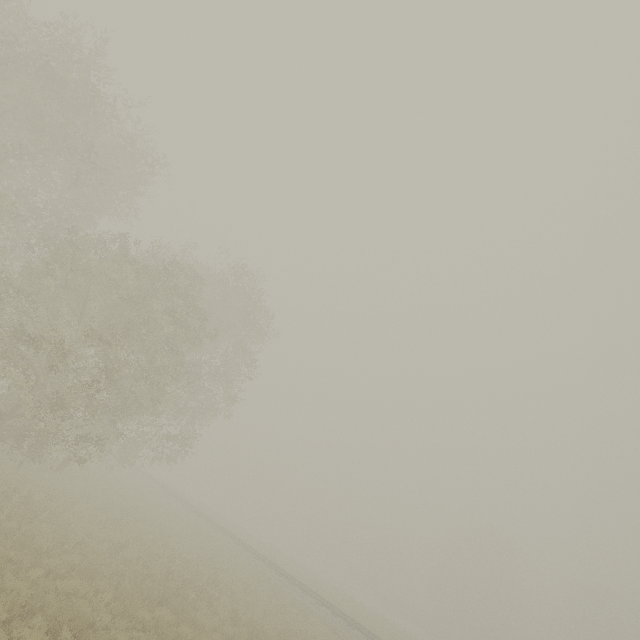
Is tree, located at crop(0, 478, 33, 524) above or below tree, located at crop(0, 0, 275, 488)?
below

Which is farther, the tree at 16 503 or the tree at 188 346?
the tree at 188 346

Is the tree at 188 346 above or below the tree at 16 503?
above

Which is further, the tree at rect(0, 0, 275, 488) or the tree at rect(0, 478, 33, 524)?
the tree at rect(0, 0, 275, 488)

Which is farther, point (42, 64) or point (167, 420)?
point (167, 420)
